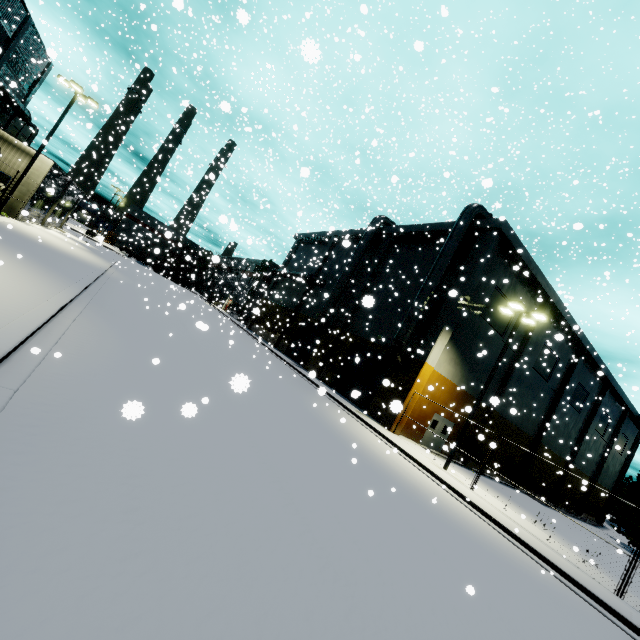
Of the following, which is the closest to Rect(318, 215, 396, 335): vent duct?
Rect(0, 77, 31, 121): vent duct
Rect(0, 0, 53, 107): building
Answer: Rect(0, 0, 53, 107): building

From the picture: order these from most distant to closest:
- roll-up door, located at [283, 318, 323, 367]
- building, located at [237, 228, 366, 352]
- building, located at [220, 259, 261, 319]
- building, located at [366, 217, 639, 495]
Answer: building, located at [220, 259, 261, 319], building, located at [237, 228, 366, 352], roll-up door, located at [283, 318, 323, 367], building, located at [366, 217, 639, 495]

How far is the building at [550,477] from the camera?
29.0m

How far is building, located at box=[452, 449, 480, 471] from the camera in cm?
2516

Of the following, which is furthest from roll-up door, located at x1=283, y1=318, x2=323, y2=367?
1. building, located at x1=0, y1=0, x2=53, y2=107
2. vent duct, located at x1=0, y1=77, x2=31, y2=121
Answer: vent duct, located at x1=0, y1=77, x2=31, y2=121

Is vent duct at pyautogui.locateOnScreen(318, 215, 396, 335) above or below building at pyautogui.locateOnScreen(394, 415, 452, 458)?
above

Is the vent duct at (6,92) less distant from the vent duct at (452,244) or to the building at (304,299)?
the building at (304,299)

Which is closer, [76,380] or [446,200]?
[76,380]
